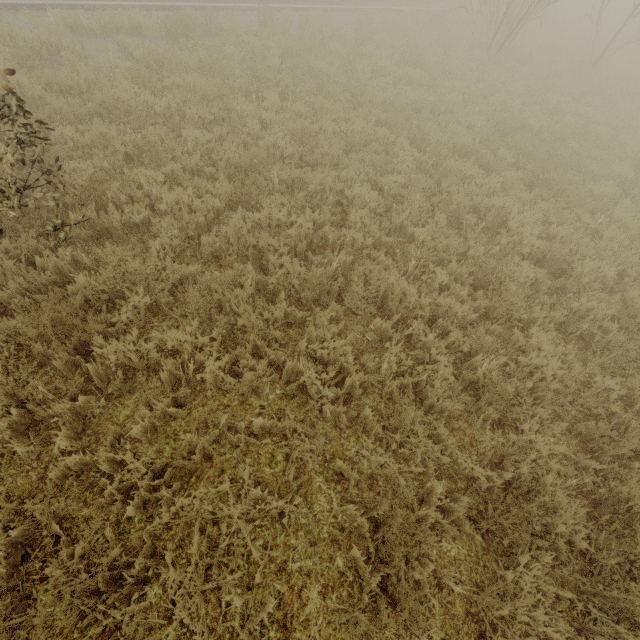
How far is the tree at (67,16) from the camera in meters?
7.8

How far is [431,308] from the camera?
4.52m

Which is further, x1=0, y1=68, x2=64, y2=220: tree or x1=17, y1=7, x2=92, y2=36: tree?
x1=17, y1=7, x2=92, y2=36: tree

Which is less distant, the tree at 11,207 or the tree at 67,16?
the tree at 11,207

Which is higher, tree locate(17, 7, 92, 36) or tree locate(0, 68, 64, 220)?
tree locate(0, 68, 64, 220)

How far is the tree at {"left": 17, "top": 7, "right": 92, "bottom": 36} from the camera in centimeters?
785cm
